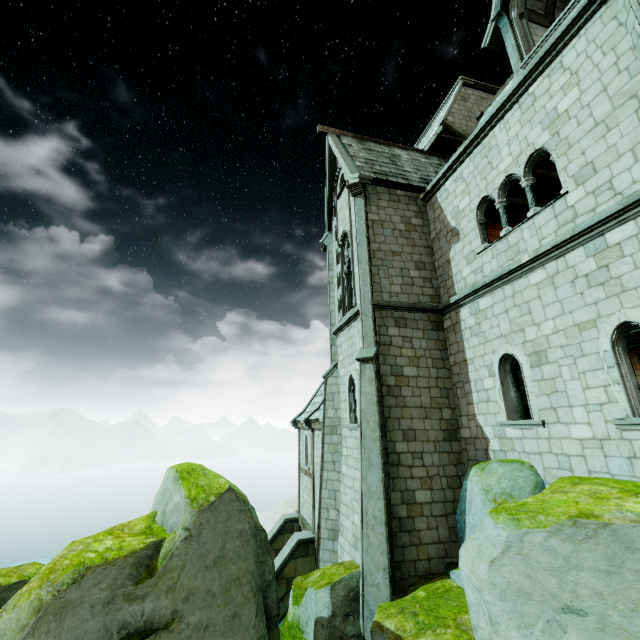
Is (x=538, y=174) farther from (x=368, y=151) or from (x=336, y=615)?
(x=336, y=615)

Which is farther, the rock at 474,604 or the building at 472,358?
the building at 472,358

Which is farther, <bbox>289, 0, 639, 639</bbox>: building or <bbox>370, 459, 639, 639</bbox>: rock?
<bbox>289, 0, 639, 639</bbox>: building
